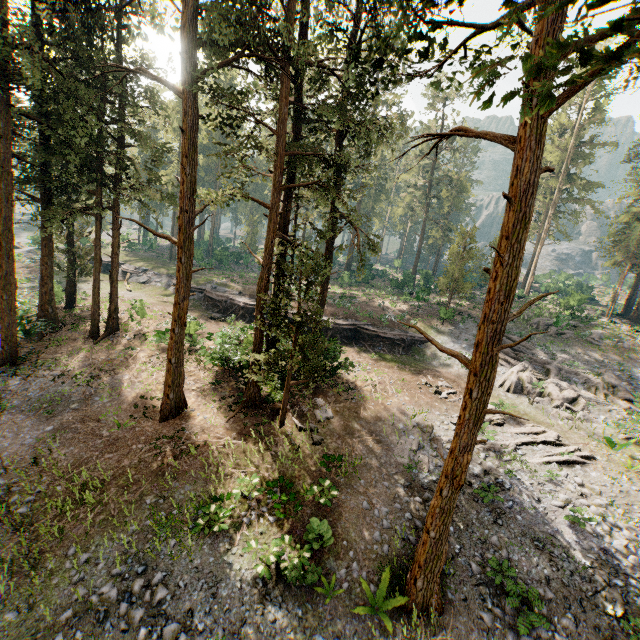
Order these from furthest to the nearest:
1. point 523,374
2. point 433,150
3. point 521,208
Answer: point 433,150 < point 523,374 < point 521,208

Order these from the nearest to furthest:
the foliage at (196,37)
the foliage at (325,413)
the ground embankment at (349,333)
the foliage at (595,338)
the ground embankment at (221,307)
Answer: the foliage at (196,37), the foliage at (325,413), the ground embankment at (349,333), the foliage at (595,338), the ground embankment at (221,307)

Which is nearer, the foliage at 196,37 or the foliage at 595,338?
the foliage at 196,37

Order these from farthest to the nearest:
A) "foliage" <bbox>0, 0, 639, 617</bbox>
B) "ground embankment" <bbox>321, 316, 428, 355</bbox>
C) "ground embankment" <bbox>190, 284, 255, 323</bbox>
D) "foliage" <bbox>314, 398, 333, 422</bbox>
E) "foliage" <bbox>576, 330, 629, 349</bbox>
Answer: "ground embankment" <bbox>190, 284, 255, 323</bbox>, "foliage" <bbox>576, 330, 629, 349</bbox>, "ground embankment" <bbox>321, 316, 428, 355</bbox>, "foliage" <bbox>314, 398, 333, 422</bbox>, "foliage" <bbox>0, 0, 639, 617</bbox>

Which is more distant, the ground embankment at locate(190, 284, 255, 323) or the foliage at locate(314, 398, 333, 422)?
the ground embankment at locate(190, 284, 255, 323)

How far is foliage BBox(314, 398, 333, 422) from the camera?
18.0m

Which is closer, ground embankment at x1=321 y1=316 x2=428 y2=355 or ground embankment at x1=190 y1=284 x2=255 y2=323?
ground embankment at x1=321 y1=316 x2=428 y2=355
